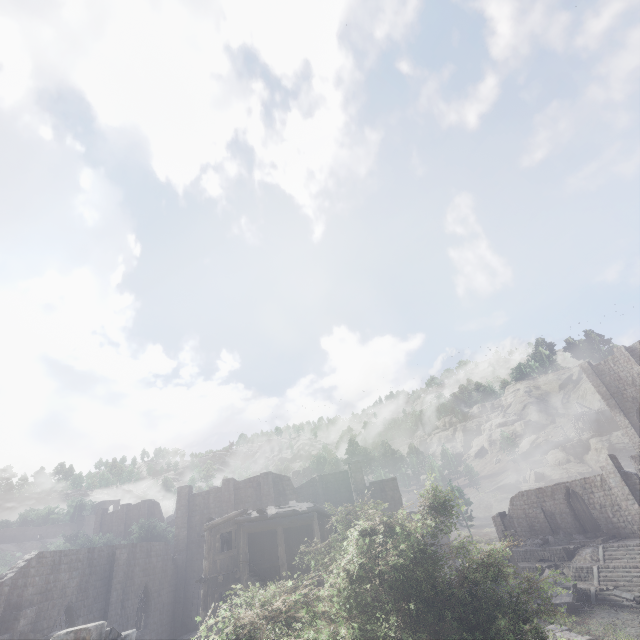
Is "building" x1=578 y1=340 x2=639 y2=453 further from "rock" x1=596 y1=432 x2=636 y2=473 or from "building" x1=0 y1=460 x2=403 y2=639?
"rock" x1=596 y1=432 x2=636 y2=473

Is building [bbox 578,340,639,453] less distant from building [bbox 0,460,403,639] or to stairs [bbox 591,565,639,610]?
building [bbox 0,460,403,639]

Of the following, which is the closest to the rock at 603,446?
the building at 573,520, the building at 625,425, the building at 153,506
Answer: the building at 625,425

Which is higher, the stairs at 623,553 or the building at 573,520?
the building at 573,520

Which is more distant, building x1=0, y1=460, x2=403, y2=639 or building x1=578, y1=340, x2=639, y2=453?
building x1=578, y1=340, x2=639, y2=453

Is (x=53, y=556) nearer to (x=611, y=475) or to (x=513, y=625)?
(x=513, y=625)

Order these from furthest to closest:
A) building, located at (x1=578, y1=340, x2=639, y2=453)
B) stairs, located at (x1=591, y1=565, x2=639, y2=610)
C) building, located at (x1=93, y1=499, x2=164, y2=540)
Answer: building, located at (x1=93, y1=499, x2=164, y2=540) < building, located at (x1=578, y1=340, x2=639, y2=453) < stairs, located at (x1=591, y1=565, x2=639, y2=610)

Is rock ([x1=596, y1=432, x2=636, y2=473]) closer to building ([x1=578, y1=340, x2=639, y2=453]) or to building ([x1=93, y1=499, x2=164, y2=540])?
building ([x1=578, y1=340, x2=639, y2=453])
